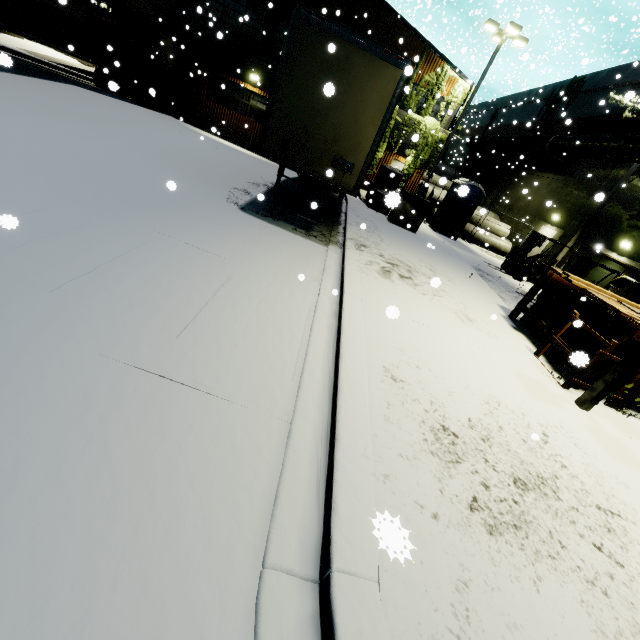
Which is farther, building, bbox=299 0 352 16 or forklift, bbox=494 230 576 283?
building, bbox=299 0 352 16

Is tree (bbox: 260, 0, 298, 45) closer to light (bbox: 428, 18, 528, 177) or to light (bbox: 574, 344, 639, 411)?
light (bbox: 428, 18, 528, 177)

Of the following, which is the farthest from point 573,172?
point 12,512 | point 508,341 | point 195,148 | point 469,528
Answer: point 12,512

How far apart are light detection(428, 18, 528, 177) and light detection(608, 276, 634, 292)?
15.0m

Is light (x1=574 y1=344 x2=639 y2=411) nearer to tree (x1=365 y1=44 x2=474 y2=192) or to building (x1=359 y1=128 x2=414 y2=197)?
tree (x1=365 y1=44 x2=474 y2=192)

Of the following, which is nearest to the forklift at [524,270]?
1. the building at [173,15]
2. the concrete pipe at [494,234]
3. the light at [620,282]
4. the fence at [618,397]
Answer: the building at [173,15]

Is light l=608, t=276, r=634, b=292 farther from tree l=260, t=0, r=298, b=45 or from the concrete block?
tree l=260, t=0, r=298, b=45

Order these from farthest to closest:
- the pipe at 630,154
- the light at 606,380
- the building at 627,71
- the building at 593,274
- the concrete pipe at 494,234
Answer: the concrete pipe at 494,234, the building at 627,71, the building at 593,274, the pipe at 630,154, the light at 606,380
